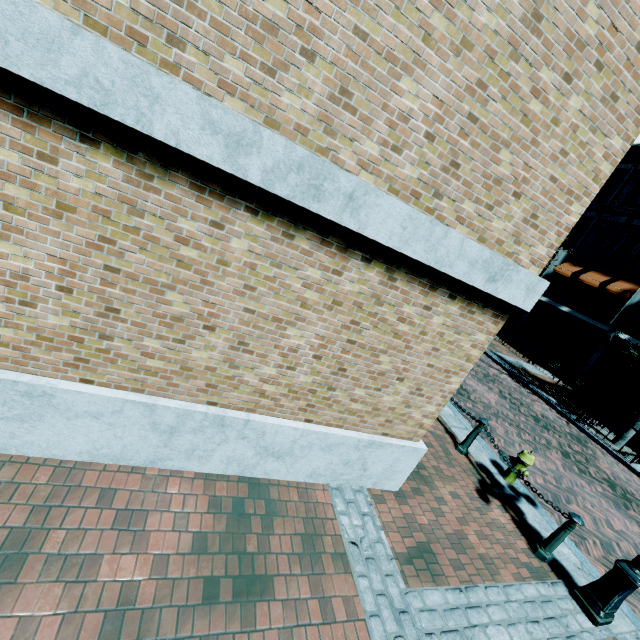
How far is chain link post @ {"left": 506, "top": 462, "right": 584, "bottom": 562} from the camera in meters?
4.6 m

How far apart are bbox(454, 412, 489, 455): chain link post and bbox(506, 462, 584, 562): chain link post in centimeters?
161cm

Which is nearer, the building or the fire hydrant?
the fire hydrant

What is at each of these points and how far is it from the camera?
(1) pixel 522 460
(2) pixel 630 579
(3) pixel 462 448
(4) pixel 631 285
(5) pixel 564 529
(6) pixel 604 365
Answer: (1) fire hydrant, 6.12m
(2) light, 4.00m
(3) chain link post, 6.55m
(4) awning, 16.92m
(5) chain link post, 4.69m
(6) building, 17.42m

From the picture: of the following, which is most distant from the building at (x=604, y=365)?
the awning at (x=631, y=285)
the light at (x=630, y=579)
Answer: the light at (x=630, y=579)

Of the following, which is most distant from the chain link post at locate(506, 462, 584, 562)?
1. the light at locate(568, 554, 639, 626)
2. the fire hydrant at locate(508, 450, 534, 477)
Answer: the fire hydrant at locate(508, 450, 534, 477)

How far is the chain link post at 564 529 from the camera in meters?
4.6

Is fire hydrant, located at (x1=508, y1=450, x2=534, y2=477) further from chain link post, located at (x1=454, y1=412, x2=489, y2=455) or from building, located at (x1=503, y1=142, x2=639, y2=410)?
building, located at (x1=503, y1=142, x2=639, y2=410)
